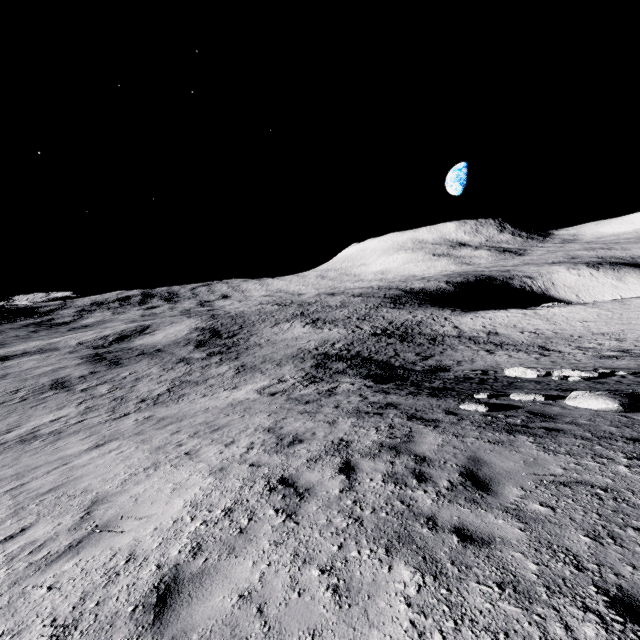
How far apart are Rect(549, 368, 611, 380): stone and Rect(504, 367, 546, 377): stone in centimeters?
80cm

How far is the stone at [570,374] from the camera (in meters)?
12.65

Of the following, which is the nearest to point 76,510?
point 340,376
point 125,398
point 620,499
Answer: point 620,499

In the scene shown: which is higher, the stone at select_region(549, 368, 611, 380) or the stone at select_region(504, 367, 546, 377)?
the stone at select_region(549, 368, 611, 380)

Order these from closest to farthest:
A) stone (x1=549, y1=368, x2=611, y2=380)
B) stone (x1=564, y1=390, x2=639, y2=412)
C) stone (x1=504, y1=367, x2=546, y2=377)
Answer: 1. stone (x1=564, y1=390, x2=639, y2=412)
2. stone (x1=549, y1=368, x2=611, y2=380)
3. stone (x1=504, y1=367, x2=546, y2=377)

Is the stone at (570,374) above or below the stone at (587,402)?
below

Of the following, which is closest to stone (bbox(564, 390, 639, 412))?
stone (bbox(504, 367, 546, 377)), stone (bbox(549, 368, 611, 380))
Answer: stone (bbox(549, 368, 611, 380))
